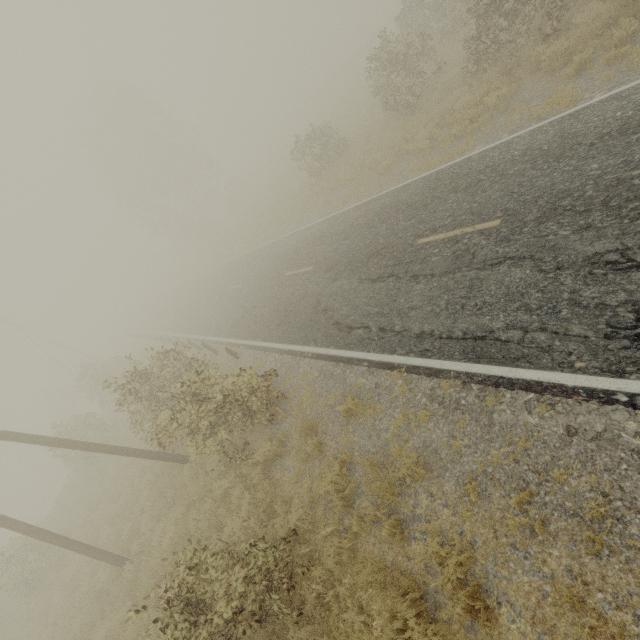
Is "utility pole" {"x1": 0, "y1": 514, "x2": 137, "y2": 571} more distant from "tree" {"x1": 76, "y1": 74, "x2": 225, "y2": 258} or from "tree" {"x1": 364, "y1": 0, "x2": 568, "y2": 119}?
"tree" {"x1": 76, "y1": 74, "x2": 225, "y2": 258}

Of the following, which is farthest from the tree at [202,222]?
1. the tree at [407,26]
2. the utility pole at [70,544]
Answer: the utility pole at [70,544]

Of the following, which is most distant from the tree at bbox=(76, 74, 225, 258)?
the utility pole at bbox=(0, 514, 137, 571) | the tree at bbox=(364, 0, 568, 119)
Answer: the utility pole at bbox=(0, 514, 137, 571)

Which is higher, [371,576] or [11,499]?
[371,576]

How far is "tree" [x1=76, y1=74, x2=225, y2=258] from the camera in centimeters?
3684cm

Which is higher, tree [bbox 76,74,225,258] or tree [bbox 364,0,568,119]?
tree [bbox 76,74,225,258]

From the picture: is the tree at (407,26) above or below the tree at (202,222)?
below

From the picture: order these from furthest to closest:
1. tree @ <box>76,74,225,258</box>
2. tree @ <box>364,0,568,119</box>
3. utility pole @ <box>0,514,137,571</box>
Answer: tree @ <box>76,74,225,258</box>, tree @ <box>364,0,568,119</box>, utility pole @ <box>0,514,137,571</box>
